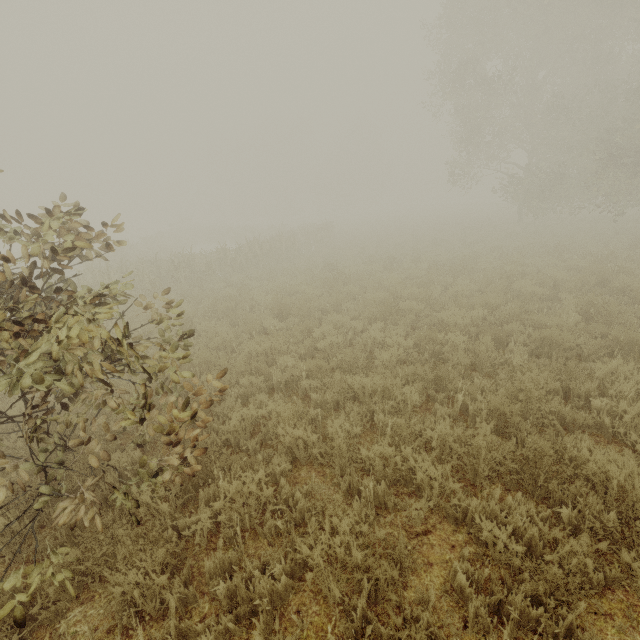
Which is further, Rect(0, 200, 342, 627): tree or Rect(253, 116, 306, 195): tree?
Rect(253, 116, 306, 195): tree

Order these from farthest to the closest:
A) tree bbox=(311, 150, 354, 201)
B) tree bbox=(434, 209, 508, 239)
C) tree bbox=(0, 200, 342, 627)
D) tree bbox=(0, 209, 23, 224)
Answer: tree bbox=(311, 150, 354, 201)
tree bbox=(434, 209, 508, 239)
tree bbox=(0, 209, 23, 224)
tree bbox=(0, 200, 342, 627)

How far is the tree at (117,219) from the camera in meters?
4.0

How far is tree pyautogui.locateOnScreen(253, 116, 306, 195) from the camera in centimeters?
5681cm

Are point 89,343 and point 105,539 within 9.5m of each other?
yes

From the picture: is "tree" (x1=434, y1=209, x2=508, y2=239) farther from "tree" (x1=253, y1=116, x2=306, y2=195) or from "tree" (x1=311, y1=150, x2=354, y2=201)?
"tree" (x1=311, y1=150, x2=354, y2=201)

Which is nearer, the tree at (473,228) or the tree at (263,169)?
the tree at (473,228)
